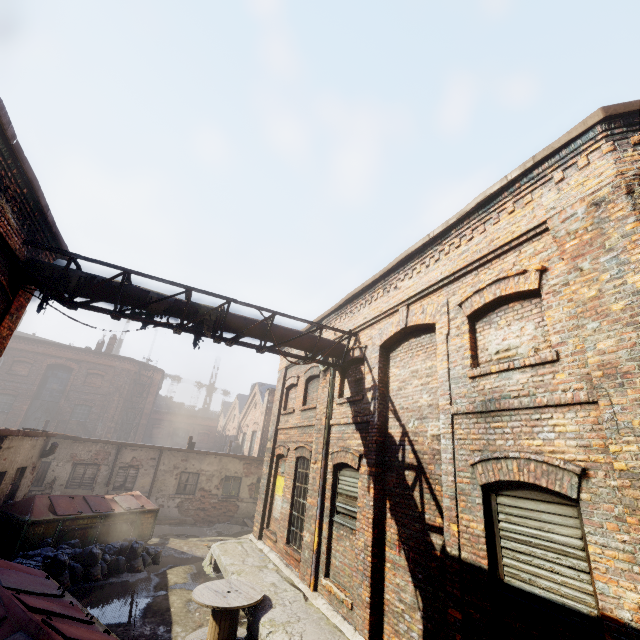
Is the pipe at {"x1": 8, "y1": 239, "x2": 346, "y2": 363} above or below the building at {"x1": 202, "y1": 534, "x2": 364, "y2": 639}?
above

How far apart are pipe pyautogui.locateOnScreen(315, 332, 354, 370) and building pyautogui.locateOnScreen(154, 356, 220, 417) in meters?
43.3

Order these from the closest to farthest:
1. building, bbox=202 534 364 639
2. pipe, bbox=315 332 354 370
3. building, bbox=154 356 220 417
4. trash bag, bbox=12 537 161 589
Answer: building, bbox=202 534 364 639 < trash bag, bbox=12 537 161 589 < pipe, bbox=315 332 354 370 < building, bbox=154 356 220 417

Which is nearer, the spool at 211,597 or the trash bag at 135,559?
the spool at 211,597

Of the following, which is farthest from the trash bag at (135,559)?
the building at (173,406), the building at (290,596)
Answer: the building at (173,406)

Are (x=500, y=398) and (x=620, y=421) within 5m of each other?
yes

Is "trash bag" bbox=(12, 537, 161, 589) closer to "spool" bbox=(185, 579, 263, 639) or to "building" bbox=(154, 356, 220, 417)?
"spool" bbox=(185, 579, 263, 639)

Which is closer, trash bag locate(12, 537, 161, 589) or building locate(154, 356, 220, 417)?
trash bag locate(12, 537, 161, 589)
